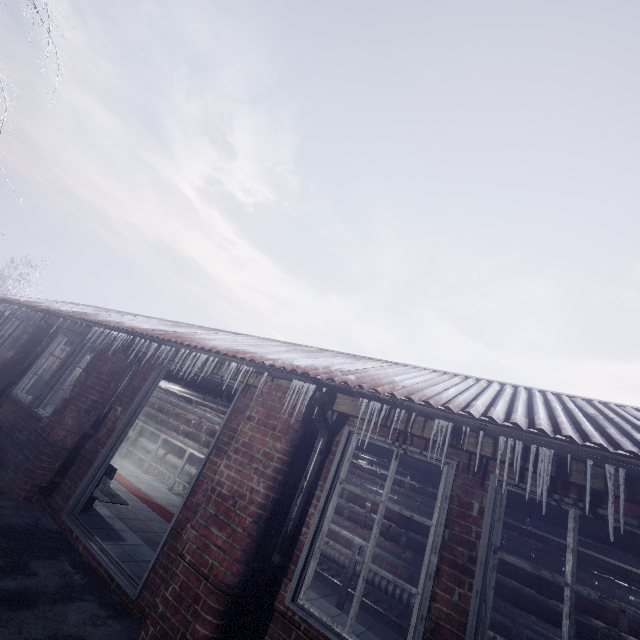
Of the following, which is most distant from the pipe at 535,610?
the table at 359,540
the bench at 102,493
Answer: the bench at 102,493

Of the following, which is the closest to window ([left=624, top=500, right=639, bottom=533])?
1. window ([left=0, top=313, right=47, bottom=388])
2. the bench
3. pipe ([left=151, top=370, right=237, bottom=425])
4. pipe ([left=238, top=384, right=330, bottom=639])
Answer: pipe ([left=238, top=384, right=330, bottom=639])

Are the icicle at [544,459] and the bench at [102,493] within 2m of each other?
no

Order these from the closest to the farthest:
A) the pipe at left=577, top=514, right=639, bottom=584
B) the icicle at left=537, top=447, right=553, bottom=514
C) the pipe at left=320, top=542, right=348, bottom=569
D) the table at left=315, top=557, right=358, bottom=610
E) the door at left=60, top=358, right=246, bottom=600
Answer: the icicle at left=537, top=447, right=553, bottom=514 → the pipe at left=577, top=514, right=639, bottom=584 → the door at left=60, top=358, right=246, bottom=600 → the table at left=315, top=557, right=358, bottom=610 → the pipe at left=320, top=542, right=348, bottom=569

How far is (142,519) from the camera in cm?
445

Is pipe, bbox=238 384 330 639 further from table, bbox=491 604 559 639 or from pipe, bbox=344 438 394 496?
table, bbox=491 604 559 639

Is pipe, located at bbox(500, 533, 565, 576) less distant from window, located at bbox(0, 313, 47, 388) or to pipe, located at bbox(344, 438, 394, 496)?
pipe, located at bbox(344, 438, 394, 496)

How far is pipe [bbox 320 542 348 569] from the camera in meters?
4.9
